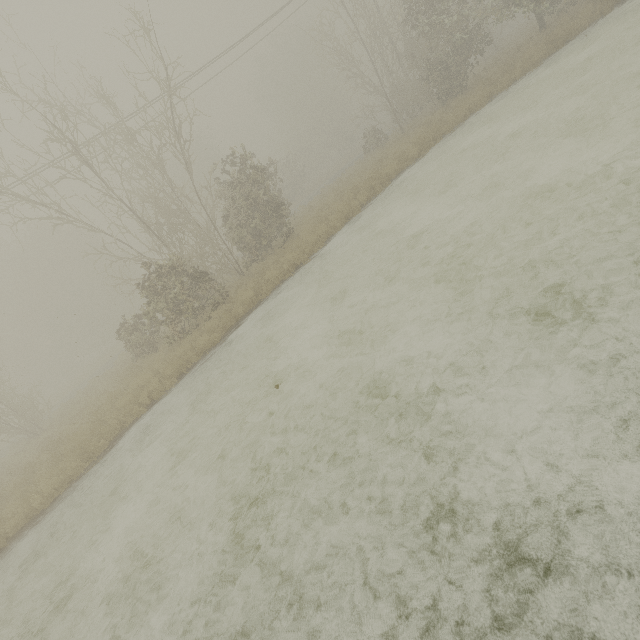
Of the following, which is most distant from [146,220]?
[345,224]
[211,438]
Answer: [211,438]
